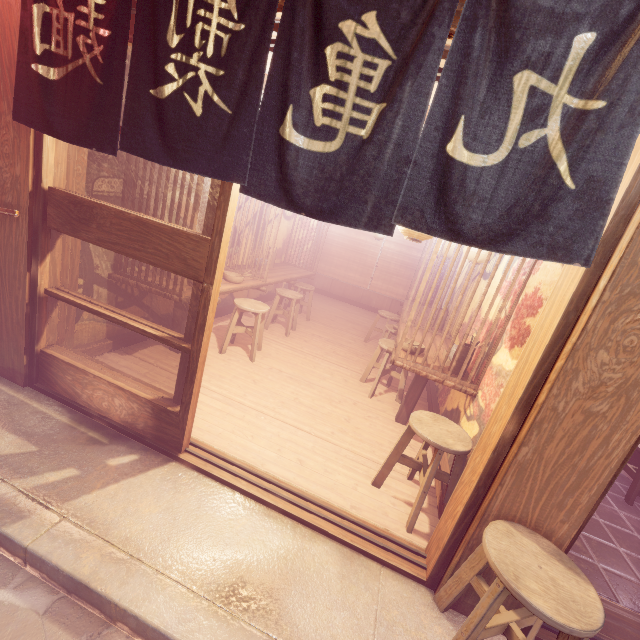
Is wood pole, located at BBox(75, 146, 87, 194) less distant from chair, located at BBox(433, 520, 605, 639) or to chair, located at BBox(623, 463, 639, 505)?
chair, located at BBox(433, 520, 605, 639)

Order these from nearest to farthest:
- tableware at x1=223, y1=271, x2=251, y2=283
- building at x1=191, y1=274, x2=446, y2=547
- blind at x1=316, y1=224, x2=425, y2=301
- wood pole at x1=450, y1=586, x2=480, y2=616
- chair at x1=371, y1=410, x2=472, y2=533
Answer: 1. wood pole at x1=450, y1=586, x2=480, y2=616
2. chair at x1=371, y1=410, x2=472, y2=533
3. building at x1=191, y1=274, x2=446, y2=547
4. tableware at x1=223, y1=271, x2=251, y2=283
5. blind at x1=316, y1=224, x2=425, y2=301

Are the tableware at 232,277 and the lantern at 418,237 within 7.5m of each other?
yes

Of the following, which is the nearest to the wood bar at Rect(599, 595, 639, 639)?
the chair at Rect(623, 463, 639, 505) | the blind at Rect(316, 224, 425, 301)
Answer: the chair at Rect(623, 463, 639, 505)

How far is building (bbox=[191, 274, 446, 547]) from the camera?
4.8m

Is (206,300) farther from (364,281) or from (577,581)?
(364,281)

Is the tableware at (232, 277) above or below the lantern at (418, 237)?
below

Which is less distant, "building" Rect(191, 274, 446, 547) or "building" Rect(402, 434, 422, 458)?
"building" Rect(191, 274, 446, 547)
